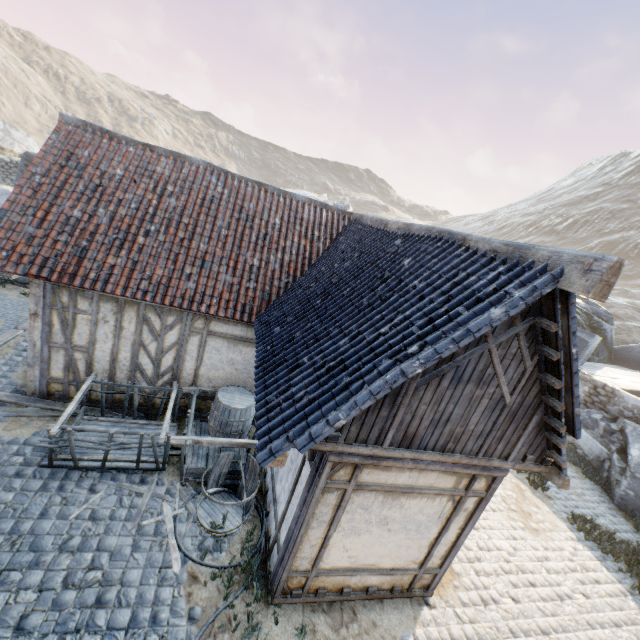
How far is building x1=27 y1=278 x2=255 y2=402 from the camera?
6.7m

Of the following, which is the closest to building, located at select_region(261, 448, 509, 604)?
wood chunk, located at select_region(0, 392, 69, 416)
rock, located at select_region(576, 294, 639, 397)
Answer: wood chunk, located at select_region(0, 392, 69, 416)

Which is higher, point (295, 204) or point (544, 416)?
point (295, 204)

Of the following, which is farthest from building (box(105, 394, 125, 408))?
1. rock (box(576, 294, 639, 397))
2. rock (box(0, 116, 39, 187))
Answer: rock (box(0, 116, 39, 187))

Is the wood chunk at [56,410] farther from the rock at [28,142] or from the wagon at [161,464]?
the rock at [28,142]

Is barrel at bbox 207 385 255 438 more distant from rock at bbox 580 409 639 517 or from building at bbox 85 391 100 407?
rock at bbox 580 409 639 517

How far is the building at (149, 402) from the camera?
7.75m

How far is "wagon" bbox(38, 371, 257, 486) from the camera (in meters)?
5.81
